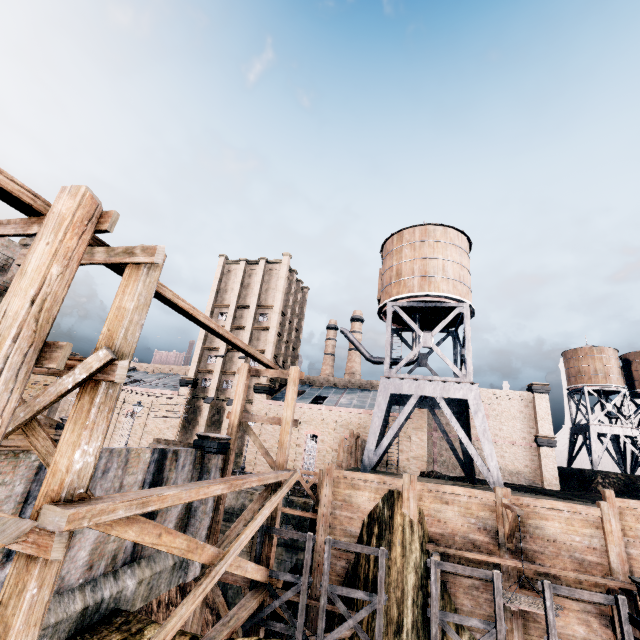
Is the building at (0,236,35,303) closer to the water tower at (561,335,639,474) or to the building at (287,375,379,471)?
the building at (287,375,379,471)

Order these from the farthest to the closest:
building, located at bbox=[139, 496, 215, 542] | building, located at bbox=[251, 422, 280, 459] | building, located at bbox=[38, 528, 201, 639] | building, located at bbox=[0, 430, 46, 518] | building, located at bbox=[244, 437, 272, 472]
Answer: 1. building, located at bbox=[251, 422, 280, 459]
2. building, located at bbox=[244, 437, 272, 472]
3. building, located at bbox=[139, 496, 215, 542]
4. building, located at bbox=[38, 528, 201, 639]
5. building, located at bbox=[0, 430, 46, 518]

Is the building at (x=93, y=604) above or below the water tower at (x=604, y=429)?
below

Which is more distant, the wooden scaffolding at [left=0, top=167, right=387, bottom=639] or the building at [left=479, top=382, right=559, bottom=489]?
the building at [left=479, top=382, right=559, bottom=489]

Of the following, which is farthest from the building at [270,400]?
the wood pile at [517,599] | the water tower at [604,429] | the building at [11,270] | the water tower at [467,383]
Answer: the building at [11,270]

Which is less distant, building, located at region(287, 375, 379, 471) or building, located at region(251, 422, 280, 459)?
building, located at region(287, 375, 379, 471)

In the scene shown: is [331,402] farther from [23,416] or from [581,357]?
[581,357]

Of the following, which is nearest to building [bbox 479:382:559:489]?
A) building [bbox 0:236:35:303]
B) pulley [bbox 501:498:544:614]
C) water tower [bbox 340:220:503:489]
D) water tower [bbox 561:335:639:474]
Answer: water tower [bbox 340:220:503:489]
